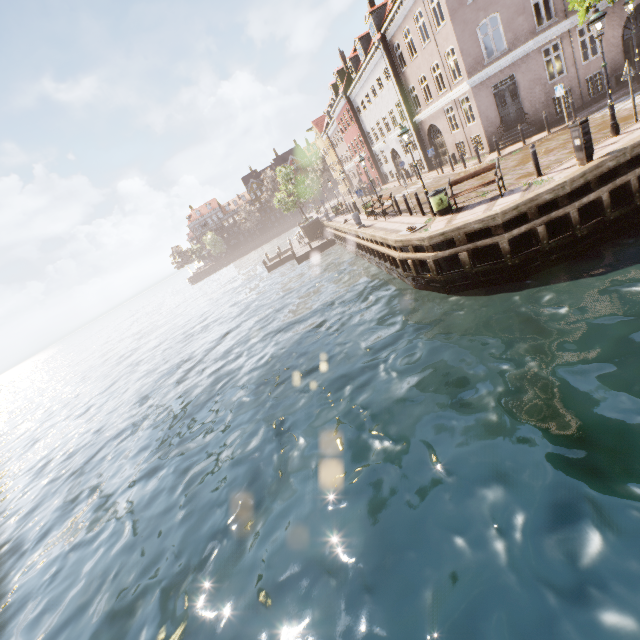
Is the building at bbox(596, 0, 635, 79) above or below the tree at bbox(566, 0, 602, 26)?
below

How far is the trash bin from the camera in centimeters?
1266cm

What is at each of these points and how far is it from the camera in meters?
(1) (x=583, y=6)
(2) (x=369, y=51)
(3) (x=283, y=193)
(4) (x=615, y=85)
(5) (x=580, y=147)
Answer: (1) tree, 10.3
(2) building, 26.0
(3) tree, 38.8
(4) electrical box, 17.6
(5) electrical box, 9.7

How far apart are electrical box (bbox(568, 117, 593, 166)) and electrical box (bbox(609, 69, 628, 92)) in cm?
1333

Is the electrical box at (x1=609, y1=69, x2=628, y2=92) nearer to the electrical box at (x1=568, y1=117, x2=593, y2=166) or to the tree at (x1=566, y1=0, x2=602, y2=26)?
the tree at (x1=566, y1=0, x2=602, y2=26)

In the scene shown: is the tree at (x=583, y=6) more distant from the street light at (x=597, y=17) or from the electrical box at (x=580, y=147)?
the electrical box at (x=580, y=147)

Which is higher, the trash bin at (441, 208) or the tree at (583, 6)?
the tree at (583, 6)

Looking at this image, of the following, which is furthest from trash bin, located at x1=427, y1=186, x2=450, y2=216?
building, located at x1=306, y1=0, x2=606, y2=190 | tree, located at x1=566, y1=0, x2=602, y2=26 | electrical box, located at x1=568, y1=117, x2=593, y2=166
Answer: building, located at x1=306, y1=0, x2=606, y2=190
